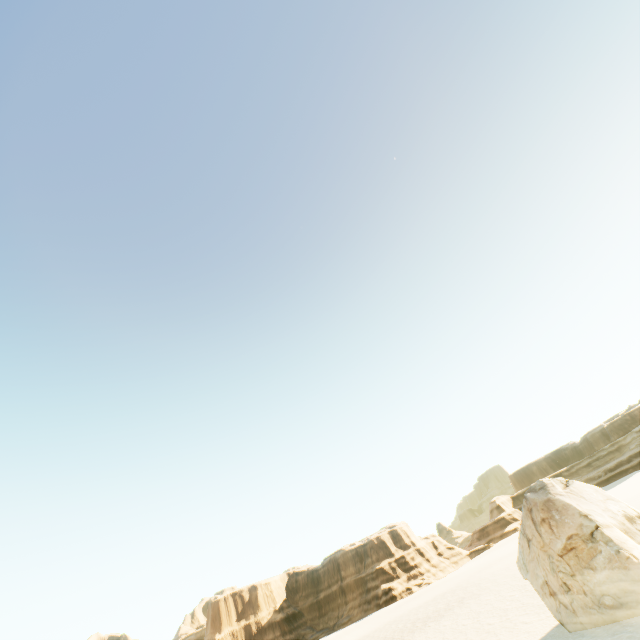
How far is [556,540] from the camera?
11.51m
